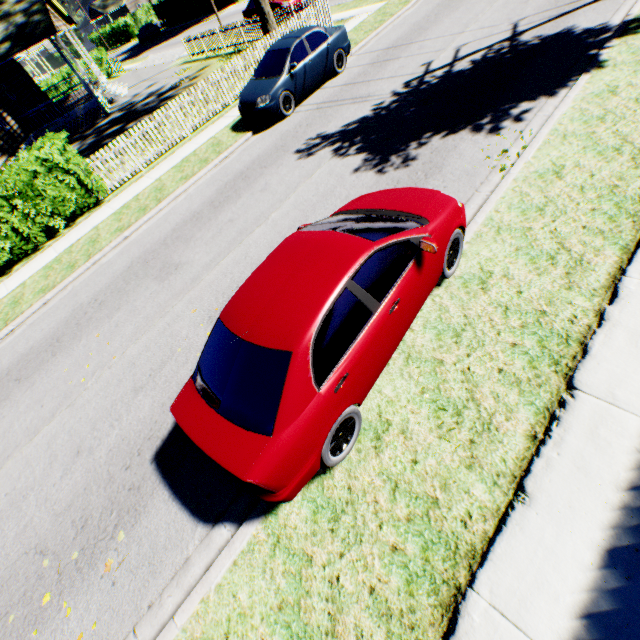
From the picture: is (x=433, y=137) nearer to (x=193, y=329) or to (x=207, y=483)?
(x=193, y=329)

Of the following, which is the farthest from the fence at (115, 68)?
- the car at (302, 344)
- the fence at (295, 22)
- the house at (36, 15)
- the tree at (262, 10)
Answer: the car at (302, 344)

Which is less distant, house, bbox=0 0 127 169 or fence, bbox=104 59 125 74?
house, bbox=0 0 127 169

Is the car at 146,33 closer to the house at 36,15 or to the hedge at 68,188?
the house at 36,15

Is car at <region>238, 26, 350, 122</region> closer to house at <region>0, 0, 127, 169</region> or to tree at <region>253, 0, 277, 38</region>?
tree at <region>253, 0, 277, 38</region>

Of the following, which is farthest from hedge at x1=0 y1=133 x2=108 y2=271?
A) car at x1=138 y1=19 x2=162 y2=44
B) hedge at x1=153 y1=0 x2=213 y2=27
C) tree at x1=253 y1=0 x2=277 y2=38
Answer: car at x1=138 y1=19 x2=162 y2=44

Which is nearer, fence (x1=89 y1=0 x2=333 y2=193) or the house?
fence (x1=89 y1=0 x2=333 y2=193)

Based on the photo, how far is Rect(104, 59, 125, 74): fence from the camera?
33.25m
